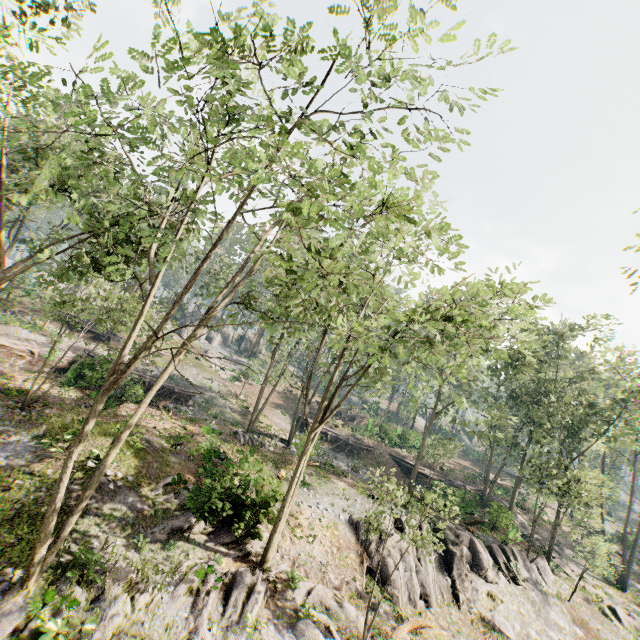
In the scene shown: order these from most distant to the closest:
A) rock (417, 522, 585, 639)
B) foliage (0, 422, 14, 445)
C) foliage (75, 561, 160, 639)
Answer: rock (417, 522, 585, 639), foliage (0, 422, 14, 445), foliage (75, 561, 160, 639)

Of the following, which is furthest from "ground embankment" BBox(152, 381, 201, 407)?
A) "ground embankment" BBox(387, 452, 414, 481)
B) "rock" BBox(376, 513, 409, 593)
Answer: "ground embankment" BBox(387, 452, 414, 481)

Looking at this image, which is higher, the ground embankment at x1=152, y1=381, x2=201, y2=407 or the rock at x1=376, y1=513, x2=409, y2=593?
the ground embankment at x1=152, y1=381, x2=201, y2=407

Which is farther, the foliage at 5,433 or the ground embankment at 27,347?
the ground embankment at 27,347

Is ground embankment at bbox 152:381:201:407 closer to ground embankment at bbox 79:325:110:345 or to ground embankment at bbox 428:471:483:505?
ground embankment at bbox 79:325:110:345

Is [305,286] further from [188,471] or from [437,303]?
[188,471]

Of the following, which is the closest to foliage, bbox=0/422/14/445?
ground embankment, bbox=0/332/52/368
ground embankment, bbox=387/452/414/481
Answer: ground embankment, bbox=387/452/414/481

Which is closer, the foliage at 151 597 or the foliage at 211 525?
the foliage at 151 597
